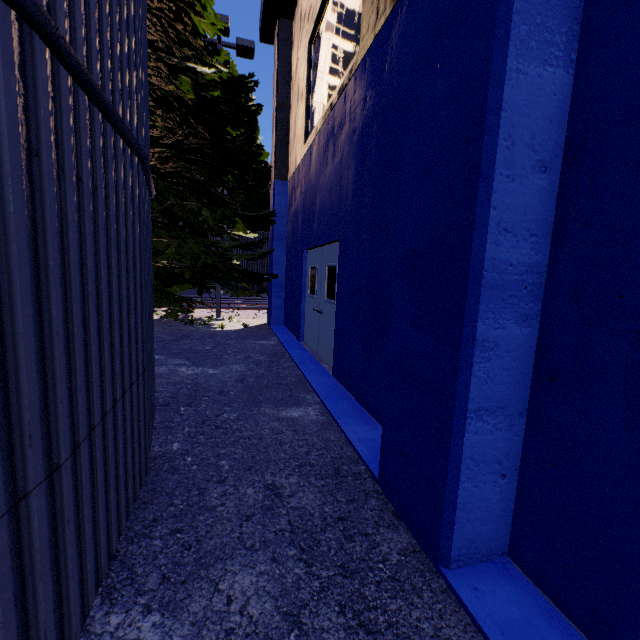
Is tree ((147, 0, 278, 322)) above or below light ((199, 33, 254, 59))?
below

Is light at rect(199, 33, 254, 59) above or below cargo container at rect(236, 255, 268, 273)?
above

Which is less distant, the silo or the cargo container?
the silo

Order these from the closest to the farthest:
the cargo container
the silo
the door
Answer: the silo, the door, the cargo container

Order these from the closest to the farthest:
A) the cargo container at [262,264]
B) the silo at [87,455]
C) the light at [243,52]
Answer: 1. the silo at [87,455]
2. the light at [243,52]
3. the cargo container at [262,264]

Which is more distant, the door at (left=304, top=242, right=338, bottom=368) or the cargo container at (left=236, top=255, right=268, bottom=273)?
the cargo container at (left=236, top=255, right=268, bottom=273)

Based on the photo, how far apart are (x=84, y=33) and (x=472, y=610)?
3.7 meters

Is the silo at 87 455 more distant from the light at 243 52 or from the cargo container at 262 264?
the cargo container at 262 264
